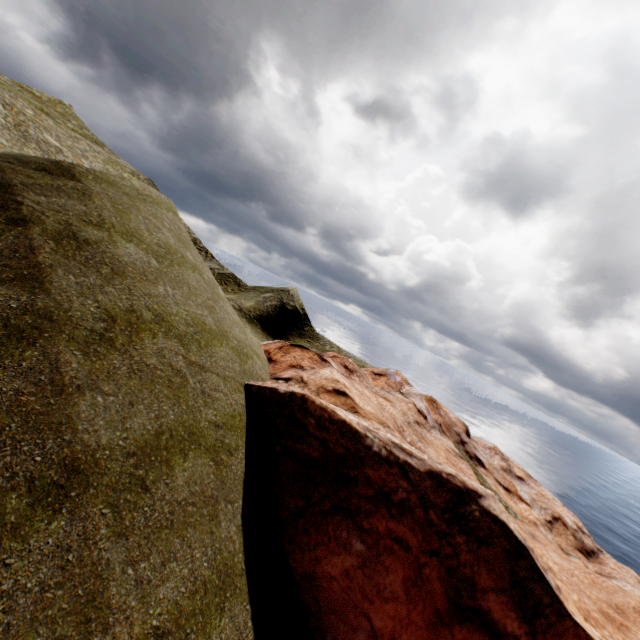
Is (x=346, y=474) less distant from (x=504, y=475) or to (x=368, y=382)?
(x=368, y=382)
